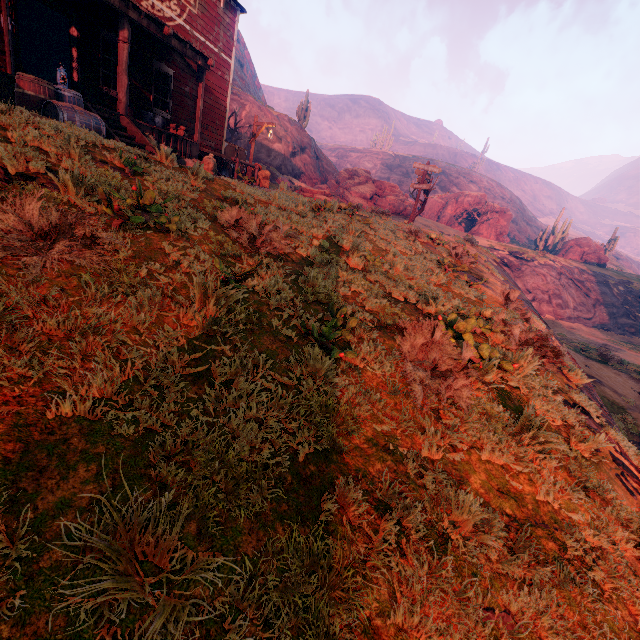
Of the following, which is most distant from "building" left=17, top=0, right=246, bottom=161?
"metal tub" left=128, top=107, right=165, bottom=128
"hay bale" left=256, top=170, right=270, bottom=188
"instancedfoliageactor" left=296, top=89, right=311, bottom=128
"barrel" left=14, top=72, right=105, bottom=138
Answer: "instancedfoliageactor" left=296, top=89, right=311, bottom=128

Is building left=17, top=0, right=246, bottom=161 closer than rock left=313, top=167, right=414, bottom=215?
Yes

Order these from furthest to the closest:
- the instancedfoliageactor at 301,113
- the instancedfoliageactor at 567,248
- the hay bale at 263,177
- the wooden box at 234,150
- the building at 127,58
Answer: the instancedfoliageactor at 567,248 < the instancedfoliageactor at 301,113 < the hay bale at 263,177 < the wooden box at 234,150 < the building at 127,58

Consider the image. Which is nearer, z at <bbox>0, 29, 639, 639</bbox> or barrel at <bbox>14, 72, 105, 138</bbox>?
z at <bbox>0, 29, 639, 639</bbox>

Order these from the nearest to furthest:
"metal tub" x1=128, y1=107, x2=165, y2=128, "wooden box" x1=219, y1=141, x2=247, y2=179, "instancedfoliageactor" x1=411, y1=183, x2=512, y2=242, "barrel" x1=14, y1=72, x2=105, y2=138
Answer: "barrel" x1=14, y1=72, x2=105, y2=138 → "metal tub" x1=128, y1=107, x2=165, y2=128 → "wooden box" x1=219, y1=141, x2=247, y2=179 → "instancedfoliageactor" x1=411, y1=183, x2=512, y2=242

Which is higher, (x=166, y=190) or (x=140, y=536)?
(x=166, y=190)

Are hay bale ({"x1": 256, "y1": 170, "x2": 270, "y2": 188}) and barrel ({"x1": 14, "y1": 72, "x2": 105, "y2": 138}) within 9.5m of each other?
no

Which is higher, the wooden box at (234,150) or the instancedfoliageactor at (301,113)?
the instancedfoliageactor at (301,113)
